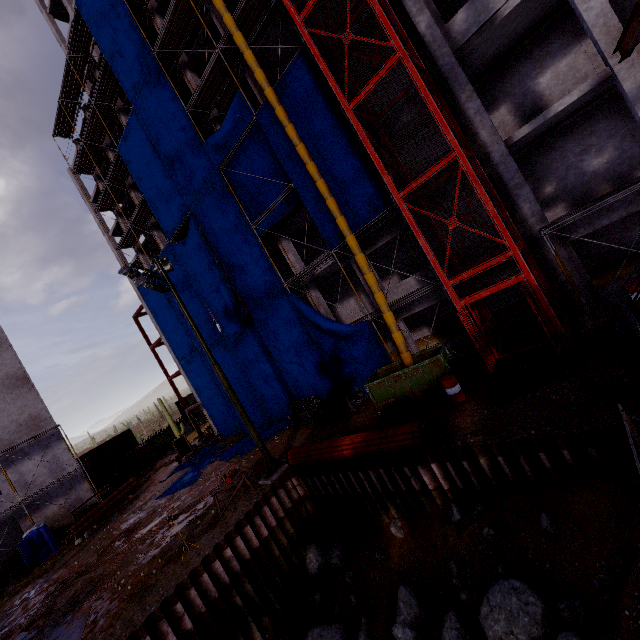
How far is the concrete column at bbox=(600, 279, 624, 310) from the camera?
12.2m

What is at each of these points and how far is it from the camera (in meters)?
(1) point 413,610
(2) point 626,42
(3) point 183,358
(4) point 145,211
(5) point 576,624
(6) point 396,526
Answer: (1) compgrassrocksplants, 9.01
(2) steel beam, 9.40
(3) tarp, 28.64
(4) scaffolding, 26.41
(5) compgrassrocksplants, 6.01
(6) compgrassrocksplants, 11.12

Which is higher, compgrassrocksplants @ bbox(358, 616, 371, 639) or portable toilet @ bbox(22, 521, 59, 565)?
portable toilet @ bbox(22, 521, 59, 565)

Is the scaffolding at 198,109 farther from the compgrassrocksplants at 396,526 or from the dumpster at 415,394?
the compgrassrocksplants at 396,526

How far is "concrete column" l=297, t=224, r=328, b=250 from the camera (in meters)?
23.52

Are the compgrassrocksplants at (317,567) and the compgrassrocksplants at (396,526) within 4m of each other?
yes

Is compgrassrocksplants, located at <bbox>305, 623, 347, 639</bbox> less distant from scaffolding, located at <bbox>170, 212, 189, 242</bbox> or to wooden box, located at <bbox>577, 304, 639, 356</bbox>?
wooden box, located at <bbox>577, 304, 639, 356</bbox>

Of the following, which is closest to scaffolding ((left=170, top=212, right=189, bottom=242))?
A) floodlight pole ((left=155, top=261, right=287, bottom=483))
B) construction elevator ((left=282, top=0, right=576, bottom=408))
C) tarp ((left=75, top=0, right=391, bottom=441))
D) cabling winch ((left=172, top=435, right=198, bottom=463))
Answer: tarp ((left=75, top=0, right=391, bottom=441))
